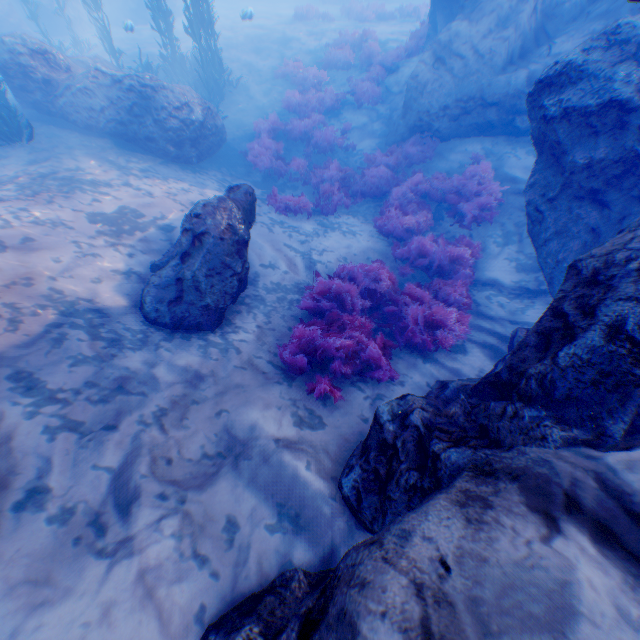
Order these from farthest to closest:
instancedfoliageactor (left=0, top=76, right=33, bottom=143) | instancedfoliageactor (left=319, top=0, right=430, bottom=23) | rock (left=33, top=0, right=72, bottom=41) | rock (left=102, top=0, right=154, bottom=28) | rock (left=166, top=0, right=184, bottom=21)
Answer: rock (left=166, top=0, right=184, bottom=21) < rock (left=102, top=0, right=154, bottom=28) < instancedfoliageactor (left=319, top=0, right=430, bottom=23) < rock (left=33, top=0, right=72, bottom=41) < instancedfoliageactor (left=0, top=76, right=33, bottom=143)

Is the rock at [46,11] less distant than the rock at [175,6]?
Yes

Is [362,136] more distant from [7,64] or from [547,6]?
[7,64]

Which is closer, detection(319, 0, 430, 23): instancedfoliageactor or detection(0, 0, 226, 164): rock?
detection(0, 0, 226, 164): rock

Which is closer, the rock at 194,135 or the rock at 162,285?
the rock at 162,285

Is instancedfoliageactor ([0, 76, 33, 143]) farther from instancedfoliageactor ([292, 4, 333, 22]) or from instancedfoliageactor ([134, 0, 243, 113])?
instancedfoliageactor ([292, 4, 333, 22])

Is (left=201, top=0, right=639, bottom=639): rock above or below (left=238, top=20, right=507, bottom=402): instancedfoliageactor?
above
